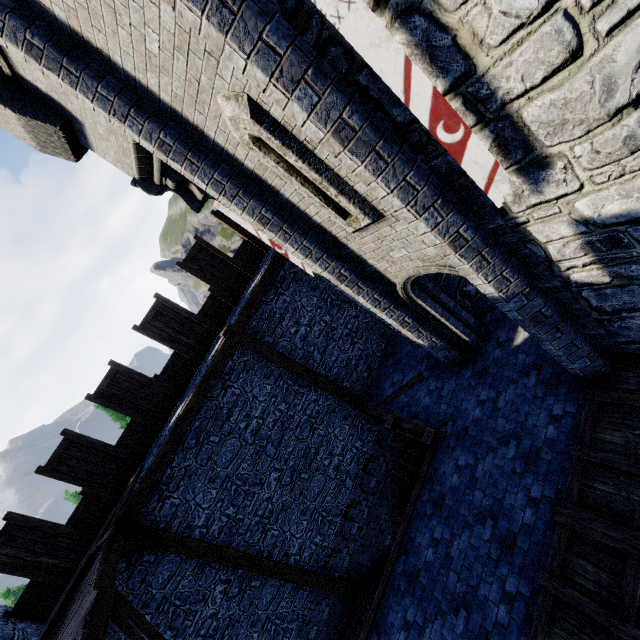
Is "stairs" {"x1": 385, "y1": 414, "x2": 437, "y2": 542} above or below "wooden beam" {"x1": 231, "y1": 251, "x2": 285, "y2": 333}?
below

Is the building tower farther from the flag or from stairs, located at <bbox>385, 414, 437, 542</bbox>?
the flag

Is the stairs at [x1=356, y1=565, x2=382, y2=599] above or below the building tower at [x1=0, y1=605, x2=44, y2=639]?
below

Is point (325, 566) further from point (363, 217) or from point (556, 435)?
point (363, 217)

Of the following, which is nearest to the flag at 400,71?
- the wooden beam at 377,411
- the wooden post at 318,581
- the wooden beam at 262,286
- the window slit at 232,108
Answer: the window slit at 232,108

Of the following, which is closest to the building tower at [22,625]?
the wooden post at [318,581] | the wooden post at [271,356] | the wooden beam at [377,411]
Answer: the wooden post at [318,581]

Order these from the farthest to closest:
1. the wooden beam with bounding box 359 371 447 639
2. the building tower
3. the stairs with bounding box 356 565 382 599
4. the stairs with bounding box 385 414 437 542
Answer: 1. the stairs with bounding box 356 565 382 599
2. the stairs with bounding box 385 414 437 542
3. the wooden beam with bounding box 359 371 447 639
4. the building tower

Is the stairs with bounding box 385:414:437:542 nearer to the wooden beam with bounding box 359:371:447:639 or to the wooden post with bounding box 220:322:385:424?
the wooden beam with bounding box 359:371:447:639
